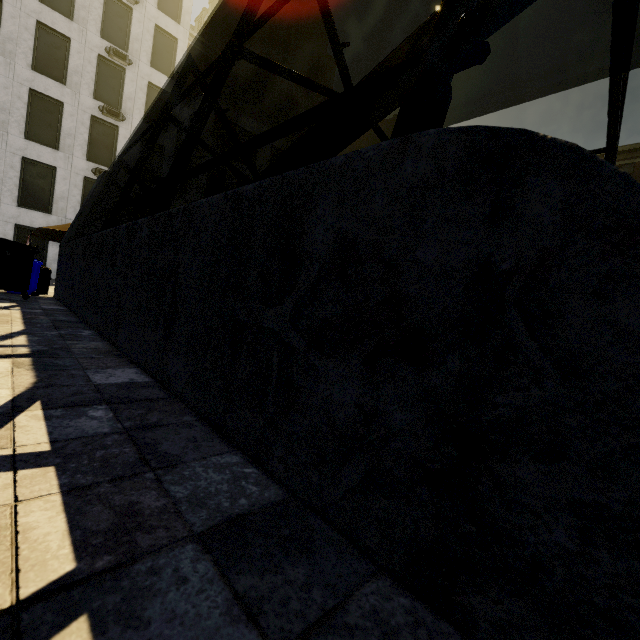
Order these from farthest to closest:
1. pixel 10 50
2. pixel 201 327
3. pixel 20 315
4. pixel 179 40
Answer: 1. pixel 179 40
2. pixel 10 50
3. pixel 20 315
4. pixel 201 327

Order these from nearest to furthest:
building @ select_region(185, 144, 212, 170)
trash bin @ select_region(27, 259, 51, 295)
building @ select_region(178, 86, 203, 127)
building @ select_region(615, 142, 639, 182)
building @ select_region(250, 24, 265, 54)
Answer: trash bin @ select_region(27, 259, 51, 295) < building @ select_region(185, 144, 212, 170) < building @ select_region(178, 86, 203, 127) < building @ select_region(615, 142, 639, 182) < building @ select_region(250, 24, 265, 54)

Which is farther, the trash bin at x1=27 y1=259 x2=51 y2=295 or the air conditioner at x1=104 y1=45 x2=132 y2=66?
the air conditioner at x1=104 y1=45 x2=132 y2=66

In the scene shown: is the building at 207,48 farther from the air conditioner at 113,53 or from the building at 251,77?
the building at 251,77

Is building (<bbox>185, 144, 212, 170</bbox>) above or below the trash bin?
above

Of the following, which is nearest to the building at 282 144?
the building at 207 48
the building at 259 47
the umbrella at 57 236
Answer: the umbrella at 57 236

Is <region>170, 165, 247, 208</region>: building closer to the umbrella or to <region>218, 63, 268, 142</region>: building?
<region>218, 63, 268, 142</region>: building

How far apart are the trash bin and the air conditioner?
21.05m
